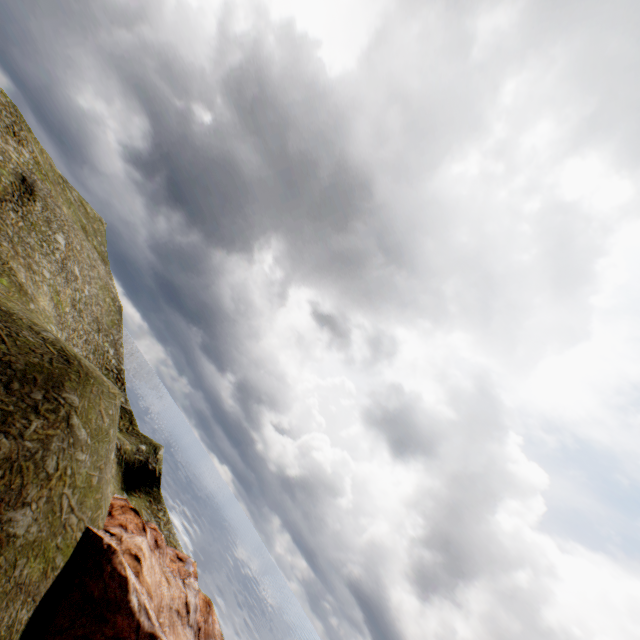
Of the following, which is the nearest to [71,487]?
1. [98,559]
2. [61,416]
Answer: [61,416]
